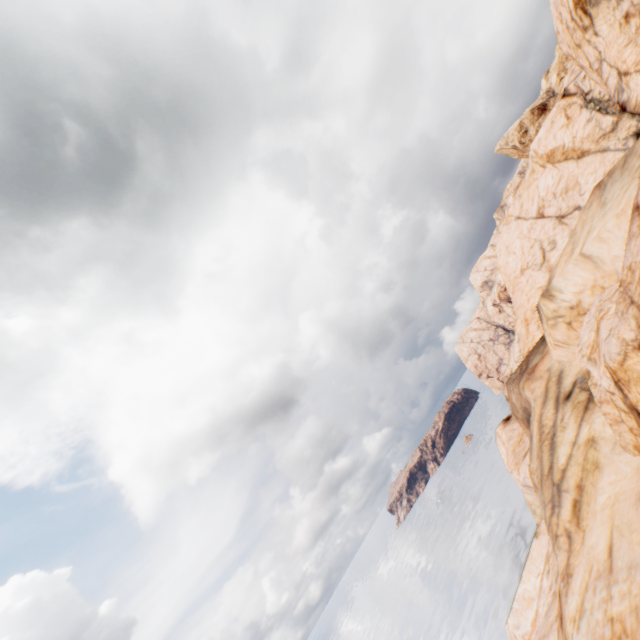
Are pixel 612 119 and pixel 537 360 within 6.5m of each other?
no
